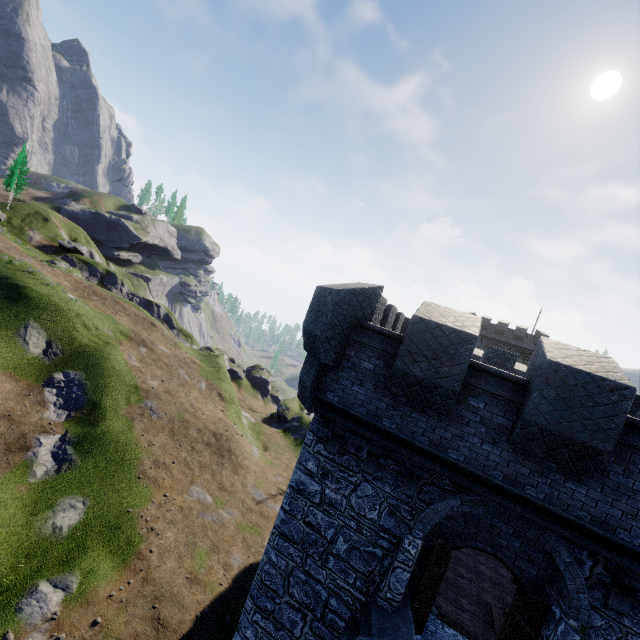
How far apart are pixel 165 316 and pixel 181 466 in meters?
36.1

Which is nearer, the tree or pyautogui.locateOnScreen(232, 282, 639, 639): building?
pyautogui.locateOnScreen(232, 282, 639, 639): building

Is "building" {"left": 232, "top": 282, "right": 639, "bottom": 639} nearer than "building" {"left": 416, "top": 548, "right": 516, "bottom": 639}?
Yes

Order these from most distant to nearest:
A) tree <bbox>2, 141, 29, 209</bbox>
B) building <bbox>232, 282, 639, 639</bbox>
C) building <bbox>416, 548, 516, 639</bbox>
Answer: tree <bbox>2, 141, 29, 209</bbox> → building <bbox>416, 548, 516, 639</bbox> → building <bbox>232, 282, 639, 639</bbox>

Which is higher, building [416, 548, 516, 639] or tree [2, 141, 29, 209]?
tree [2, 141, 29, 209]

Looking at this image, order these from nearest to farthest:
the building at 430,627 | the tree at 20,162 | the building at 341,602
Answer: the building at 341,602
the building at 430,627
the tree at 20,162

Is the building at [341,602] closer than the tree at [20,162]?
Yes
